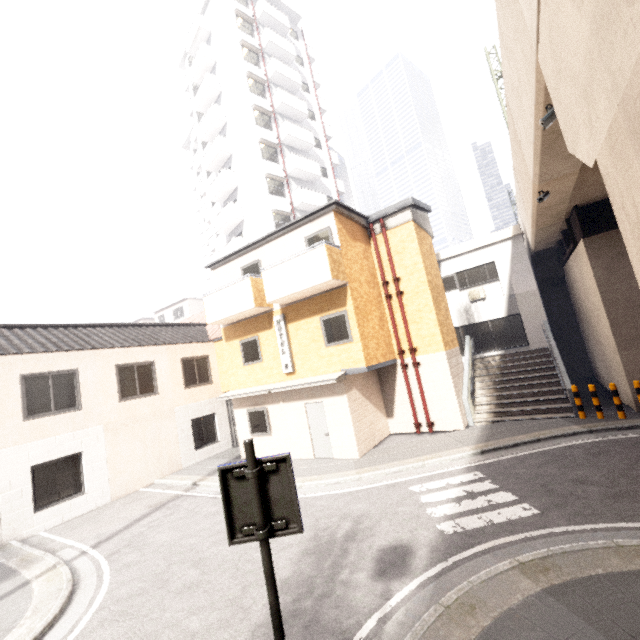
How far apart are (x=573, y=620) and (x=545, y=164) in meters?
8.4 m

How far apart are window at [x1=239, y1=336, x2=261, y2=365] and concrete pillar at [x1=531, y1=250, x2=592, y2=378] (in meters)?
15.41

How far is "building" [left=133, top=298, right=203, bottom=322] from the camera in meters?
38.8

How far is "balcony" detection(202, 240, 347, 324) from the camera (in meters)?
10.87

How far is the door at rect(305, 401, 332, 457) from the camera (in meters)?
11.97

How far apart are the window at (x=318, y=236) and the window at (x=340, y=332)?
1.98m

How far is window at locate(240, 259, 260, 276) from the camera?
13.7m

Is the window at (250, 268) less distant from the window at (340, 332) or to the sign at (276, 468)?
the window at (340, 332)
